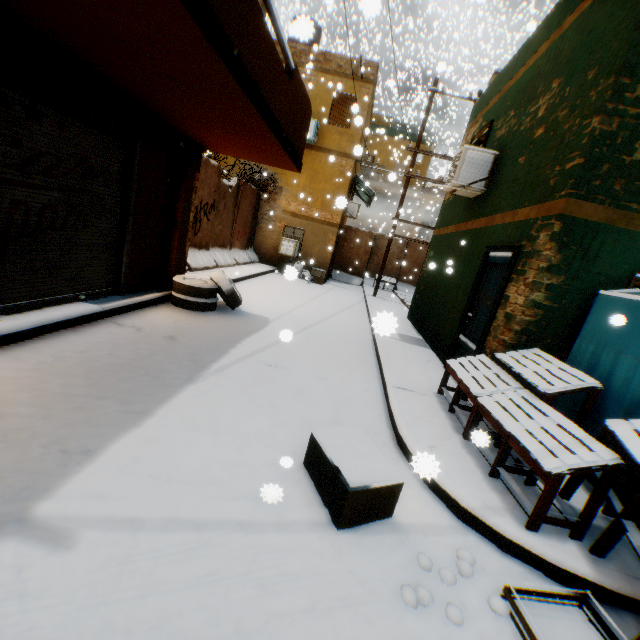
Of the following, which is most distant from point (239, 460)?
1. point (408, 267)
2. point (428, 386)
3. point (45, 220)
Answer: point (408, 267)

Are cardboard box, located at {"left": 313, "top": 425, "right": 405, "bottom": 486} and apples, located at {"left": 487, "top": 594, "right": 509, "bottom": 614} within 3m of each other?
yes

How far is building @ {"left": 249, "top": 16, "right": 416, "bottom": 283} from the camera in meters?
14.5

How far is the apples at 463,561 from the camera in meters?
2.3

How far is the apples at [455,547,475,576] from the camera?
2.3m

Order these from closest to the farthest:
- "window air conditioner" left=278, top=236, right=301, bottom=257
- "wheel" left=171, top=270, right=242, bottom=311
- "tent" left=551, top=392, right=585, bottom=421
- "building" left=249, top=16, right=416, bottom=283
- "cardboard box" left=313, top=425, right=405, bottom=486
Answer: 1. "cardboard box" left=313, top=425, right=405, bottom=486
2. "tent" left=551, top=392, right=585, bottom=421
3. "wheel" left=171, top=270, right=242, bottom=311
4. "building" left=249, top=16, right=416, bottom=283
5. "window air conditioner" left=278, top=236, right=301, bottom=257

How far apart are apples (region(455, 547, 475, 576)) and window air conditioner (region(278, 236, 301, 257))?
14.44m

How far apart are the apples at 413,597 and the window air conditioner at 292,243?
14.7m
